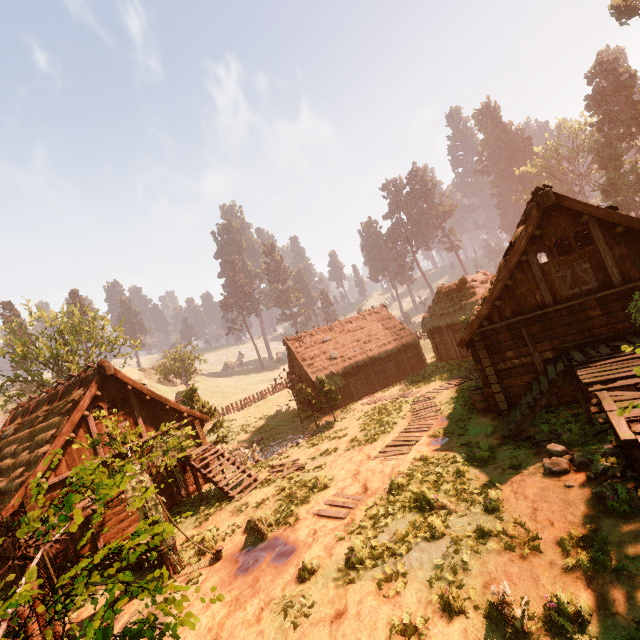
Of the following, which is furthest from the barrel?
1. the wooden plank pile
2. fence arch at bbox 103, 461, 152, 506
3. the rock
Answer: fence arch at bbox 103, 461, 152, 506

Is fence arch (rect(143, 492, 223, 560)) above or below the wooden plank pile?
above

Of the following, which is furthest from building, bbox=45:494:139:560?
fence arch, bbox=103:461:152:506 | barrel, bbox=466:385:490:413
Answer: fence arch, bbox=103:461:152:506

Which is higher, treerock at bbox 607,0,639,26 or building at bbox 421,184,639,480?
treerock at bbox 607,0,639,26

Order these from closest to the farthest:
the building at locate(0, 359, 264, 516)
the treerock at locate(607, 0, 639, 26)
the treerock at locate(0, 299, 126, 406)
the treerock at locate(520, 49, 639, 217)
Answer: the building at locate(0, 359, 264, 516) < the treerock at locate(0, 299, 126, 406) < the treerock at locate(607, 0, 639, 26) < the treerock at locate(520, 49, 639, 217)

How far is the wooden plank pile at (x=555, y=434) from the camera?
8.9 meters

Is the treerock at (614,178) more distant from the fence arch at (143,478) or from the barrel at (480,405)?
the barrel at (480,405)

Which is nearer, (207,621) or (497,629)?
(497,629)
